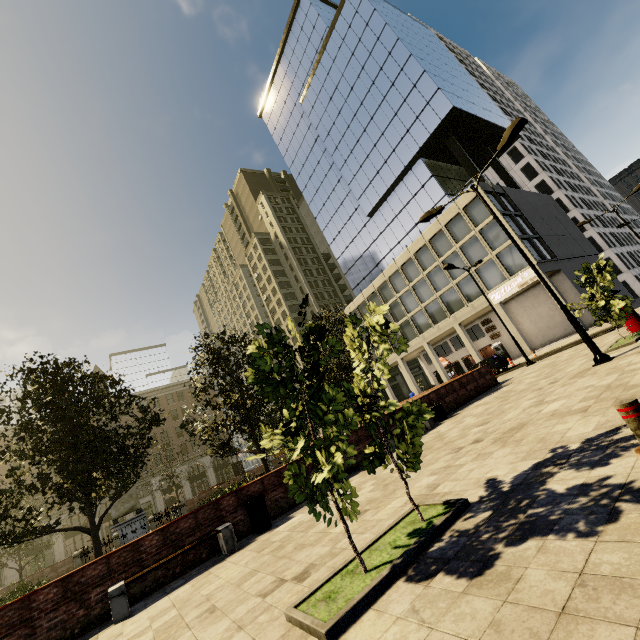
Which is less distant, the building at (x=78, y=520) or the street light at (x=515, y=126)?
the street light at (x=515, y=126)

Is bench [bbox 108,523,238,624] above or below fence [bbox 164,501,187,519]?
below

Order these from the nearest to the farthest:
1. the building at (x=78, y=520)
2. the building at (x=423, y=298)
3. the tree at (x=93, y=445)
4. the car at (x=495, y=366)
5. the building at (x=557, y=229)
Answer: the tree at (x=93, y=445) → the car at (x=495, y=366) → the building at (x=557, y=229) → the building at (x=423, y=298) → the building at (x=78, y=520)

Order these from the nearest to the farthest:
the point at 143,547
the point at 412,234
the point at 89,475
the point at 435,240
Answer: the point at 143,547, the point at 89,475, the point at 435,240, the point at 412,234

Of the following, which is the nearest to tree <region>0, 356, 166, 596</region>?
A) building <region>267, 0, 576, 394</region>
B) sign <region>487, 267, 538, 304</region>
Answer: building <region>267, 0, 576, 394</region>

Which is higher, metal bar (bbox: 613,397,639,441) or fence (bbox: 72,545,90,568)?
fence (bbox: 72,545,90,568)

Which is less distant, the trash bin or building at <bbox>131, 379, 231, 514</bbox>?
the trash bin

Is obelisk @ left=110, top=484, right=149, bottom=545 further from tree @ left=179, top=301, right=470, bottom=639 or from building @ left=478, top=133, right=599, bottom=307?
building @ left=478, top=133, right=599, bottom=307
